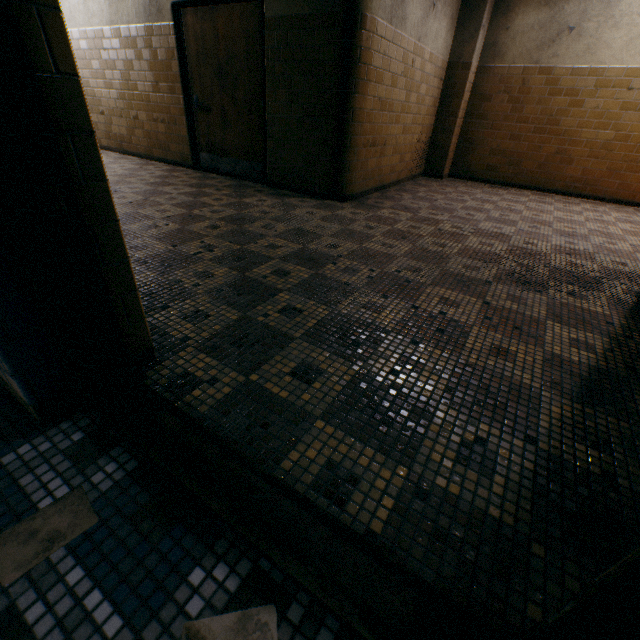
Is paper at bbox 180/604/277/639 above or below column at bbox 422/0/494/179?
below

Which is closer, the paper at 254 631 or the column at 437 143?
the paper at 254 631

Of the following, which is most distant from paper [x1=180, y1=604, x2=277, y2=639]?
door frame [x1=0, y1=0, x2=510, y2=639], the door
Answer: the door

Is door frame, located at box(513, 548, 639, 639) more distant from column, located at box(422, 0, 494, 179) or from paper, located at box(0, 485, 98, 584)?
column, located at box(422, 0, 494, 179)

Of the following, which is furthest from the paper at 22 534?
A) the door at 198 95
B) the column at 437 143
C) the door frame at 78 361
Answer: the column at 437 143

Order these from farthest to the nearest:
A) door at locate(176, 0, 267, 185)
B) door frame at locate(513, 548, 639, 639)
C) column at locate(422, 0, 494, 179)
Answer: column at locate(422, 0, 494, 179) < door at locate(176, 0, 267, 185) < door frame at locate(513, 548, 639, 639)

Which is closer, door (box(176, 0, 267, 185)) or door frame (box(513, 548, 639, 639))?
door frame (box(513, 548, 639, 639))

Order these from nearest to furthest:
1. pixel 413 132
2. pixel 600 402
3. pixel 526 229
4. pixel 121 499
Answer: pixel 121 499
pixel 600 402
pixel 526 229
pixel 413 132
